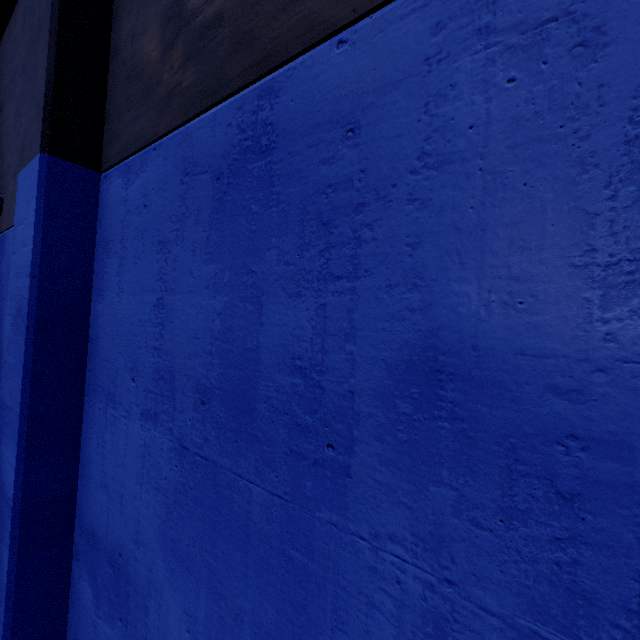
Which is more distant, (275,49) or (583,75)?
(275,49)
